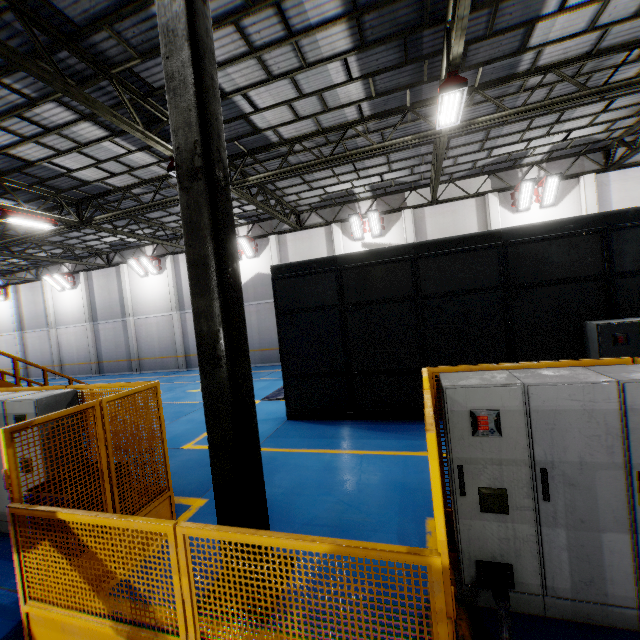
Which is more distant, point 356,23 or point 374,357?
point 374,357

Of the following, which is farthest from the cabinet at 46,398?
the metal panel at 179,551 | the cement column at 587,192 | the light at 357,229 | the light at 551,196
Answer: the cement column at 587,192

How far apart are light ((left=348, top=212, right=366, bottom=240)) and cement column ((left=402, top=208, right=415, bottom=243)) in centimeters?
197cm

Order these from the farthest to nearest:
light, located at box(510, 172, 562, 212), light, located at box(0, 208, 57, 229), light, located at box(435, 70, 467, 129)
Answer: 1. light, located at box(510, 172, 562, 212)
2. light, located at box(0, 208, 57, 229)
3. light, located at box(435, 70, 467, 129)

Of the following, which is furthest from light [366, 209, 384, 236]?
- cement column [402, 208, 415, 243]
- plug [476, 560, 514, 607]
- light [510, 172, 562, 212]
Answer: plug [476, 560, 514, 607]

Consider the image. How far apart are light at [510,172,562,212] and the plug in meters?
16.3

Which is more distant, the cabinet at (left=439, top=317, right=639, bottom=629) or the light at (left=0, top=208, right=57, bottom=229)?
the light at (left=0, top=208, right=57, bottom=229)

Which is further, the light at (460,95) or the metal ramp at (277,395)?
the metal ramp at (277,395)
